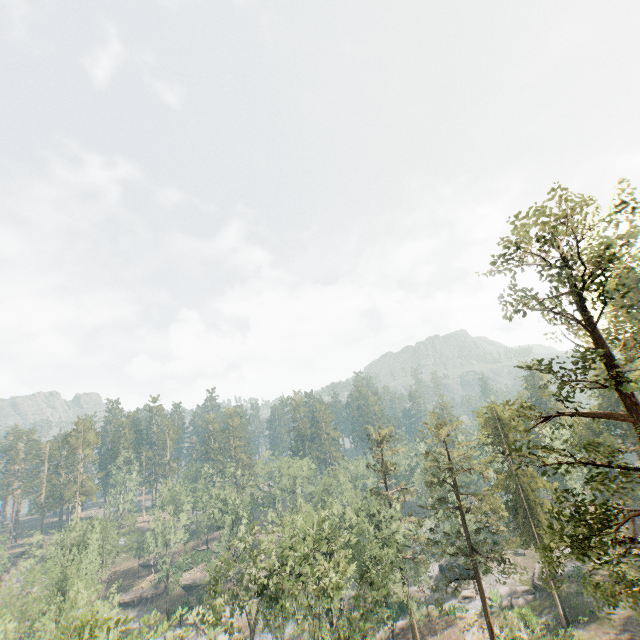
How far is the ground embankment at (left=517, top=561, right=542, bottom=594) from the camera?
44.7 meters

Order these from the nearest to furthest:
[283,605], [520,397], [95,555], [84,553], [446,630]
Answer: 1. [520,397]
2. [283,605]
3. [446,630]
4. [84,553]
5. [95,555]

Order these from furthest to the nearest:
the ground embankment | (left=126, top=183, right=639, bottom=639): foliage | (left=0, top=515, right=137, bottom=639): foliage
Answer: the ground embankment < (left=0, top=515, right=137, bottom=639): foliage < (left=126, top=183, right=639, bottom=639): foliage

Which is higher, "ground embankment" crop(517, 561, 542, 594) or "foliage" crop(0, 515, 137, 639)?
"foliage" crop(0, 515, 137, 639)

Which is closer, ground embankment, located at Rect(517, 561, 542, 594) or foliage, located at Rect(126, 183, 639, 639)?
foliage, located at Rect(126, 183, 639, 639)

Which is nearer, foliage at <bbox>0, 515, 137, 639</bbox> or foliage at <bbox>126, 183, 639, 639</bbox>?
foliage at <bbox>126, 183, 639, 639</bbox>

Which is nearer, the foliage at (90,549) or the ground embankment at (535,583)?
the foliage at (90,549)

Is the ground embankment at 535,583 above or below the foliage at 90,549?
below
